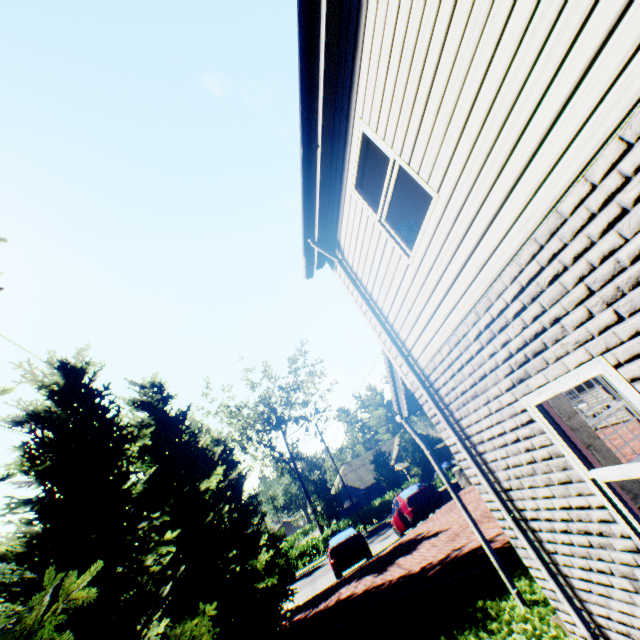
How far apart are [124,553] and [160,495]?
4.9 meters

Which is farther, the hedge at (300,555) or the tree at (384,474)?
the tree at (384,474)

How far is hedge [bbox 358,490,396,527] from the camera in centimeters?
3556cm

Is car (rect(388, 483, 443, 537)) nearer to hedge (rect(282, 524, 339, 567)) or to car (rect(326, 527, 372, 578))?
car (rect(326, 527, 372, 578))

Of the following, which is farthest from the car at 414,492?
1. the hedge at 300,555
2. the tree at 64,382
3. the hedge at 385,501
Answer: the hedge at 300,555

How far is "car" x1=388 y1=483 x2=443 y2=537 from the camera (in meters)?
14.91

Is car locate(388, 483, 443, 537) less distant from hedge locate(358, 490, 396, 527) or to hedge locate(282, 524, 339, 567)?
hedge locate(358, 490, 396, 527)

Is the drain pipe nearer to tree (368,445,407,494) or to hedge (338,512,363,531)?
tree (368,445,407,494)
